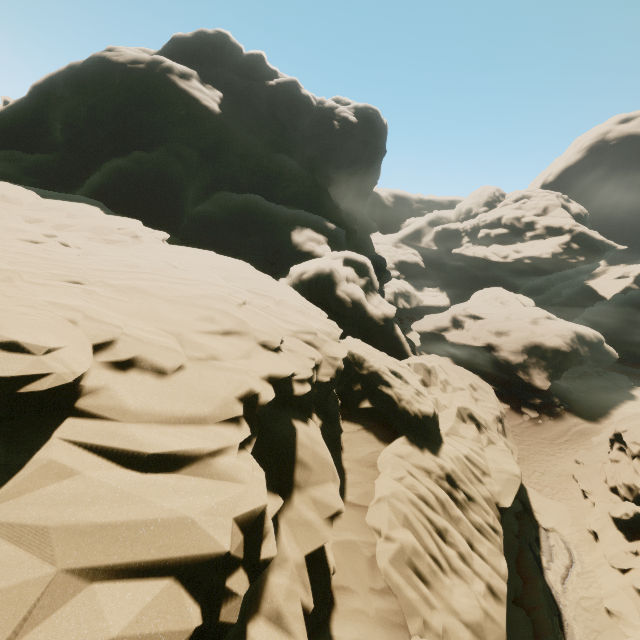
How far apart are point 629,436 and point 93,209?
34.0 meters

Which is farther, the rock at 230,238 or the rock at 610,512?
the rock at 610,512

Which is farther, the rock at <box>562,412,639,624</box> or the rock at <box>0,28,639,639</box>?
the rock at <box>562,412,639,624</box>
